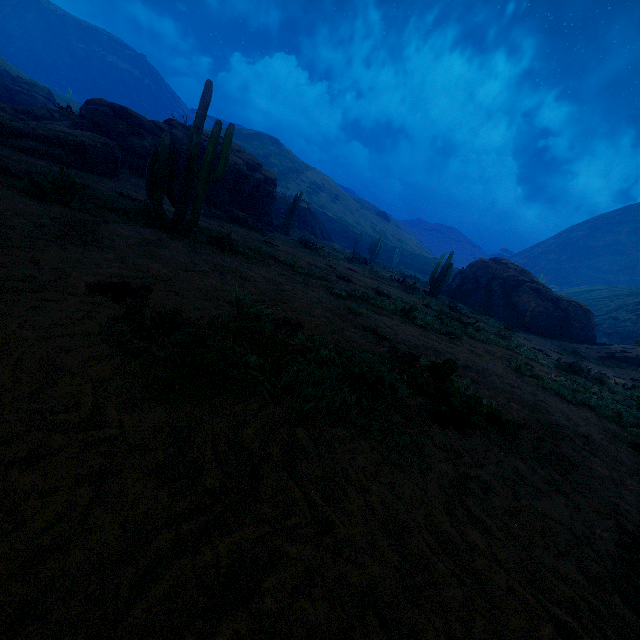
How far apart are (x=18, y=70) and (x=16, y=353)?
86.1 meters

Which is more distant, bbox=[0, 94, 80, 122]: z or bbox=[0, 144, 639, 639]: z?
bbox=[0, 94, 80, 122]: z

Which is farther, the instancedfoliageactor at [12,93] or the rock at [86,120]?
the instancedfoliageactor at [12,93]

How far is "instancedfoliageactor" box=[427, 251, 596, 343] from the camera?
22.53m

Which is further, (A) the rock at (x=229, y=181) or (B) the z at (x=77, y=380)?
(A) the rock at (x=229, y=181)

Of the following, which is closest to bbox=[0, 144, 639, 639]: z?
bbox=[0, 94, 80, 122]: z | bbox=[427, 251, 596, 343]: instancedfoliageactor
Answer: bbox=[427, 251, 596, 343]: instancedfoliageactor

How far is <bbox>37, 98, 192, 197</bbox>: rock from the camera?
17.5 meters

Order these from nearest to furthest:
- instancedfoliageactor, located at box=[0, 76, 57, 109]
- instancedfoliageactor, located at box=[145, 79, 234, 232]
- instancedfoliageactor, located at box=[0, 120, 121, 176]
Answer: instancedfoliageactor, located at box=[145, 79, 234, 232]
instancedfoliageactor, located at box=[0, 120, 121, 176]
instancedfoliageactor, located at box=[0, 76, 57, 109]
